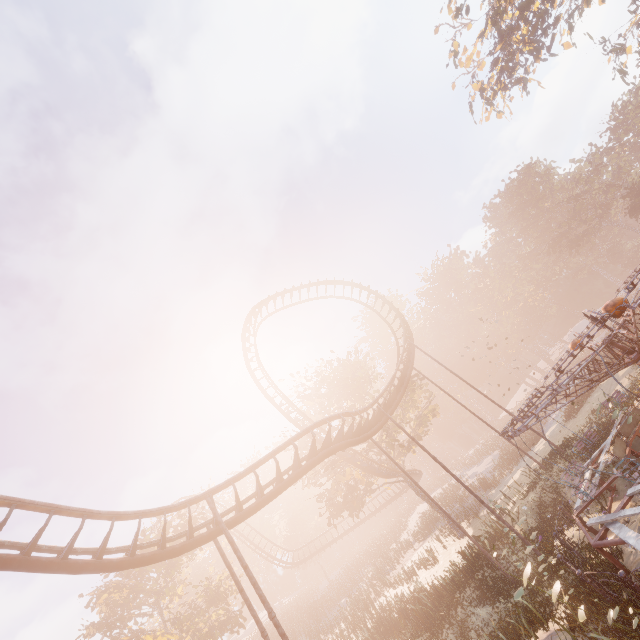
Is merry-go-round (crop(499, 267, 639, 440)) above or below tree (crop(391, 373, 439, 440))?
below

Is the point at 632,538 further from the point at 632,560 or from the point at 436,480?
the point at 436,480

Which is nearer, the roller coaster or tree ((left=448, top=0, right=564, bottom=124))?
the roller coaster

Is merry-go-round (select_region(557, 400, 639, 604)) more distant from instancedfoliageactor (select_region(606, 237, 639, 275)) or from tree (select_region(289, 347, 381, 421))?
tree (select_region(289, 347, 381, 421))

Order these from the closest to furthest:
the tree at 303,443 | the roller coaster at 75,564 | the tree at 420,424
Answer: the roller coaster at 75,564, the tree at 303,443, the tree at 420,424

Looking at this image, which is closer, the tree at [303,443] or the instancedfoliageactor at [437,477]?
the tree at [303,443]

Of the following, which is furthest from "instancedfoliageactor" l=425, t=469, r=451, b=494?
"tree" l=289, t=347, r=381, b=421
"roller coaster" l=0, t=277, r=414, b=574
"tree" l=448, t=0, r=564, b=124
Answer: "tree" l=448, t=0, r=564, b=124
